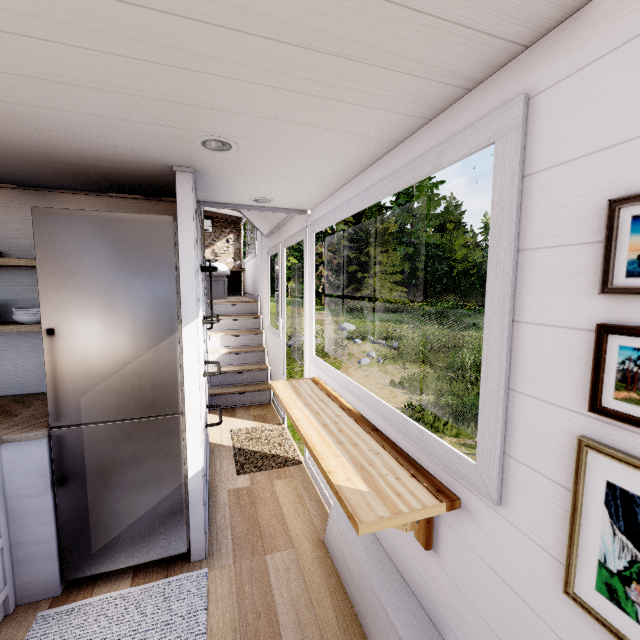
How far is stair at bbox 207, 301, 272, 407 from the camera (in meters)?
5.01

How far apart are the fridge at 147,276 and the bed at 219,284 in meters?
5.1

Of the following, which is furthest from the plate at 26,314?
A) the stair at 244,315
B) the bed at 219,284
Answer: the bed at 219,284

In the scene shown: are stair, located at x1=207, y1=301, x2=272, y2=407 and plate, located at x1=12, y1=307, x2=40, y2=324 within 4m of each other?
yes

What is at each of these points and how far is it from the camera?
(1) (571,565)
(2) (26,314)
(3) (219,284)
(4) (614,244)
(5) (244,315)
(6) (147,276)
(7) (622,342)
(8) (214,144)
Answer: (1) painting, 0.9 meters
(2) plate, 2.1 meters
(3) bed, 7.1 meters
(4) painting, 0.7 meters
(5) stair, 6.1 meters
(6) fridge, 1.9 meters
(7) painting, 0.7 meters
(8) lamp, 1.6 meters

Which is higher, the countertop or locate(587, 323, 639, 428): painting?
locate(587, 323, 639, 428): painting

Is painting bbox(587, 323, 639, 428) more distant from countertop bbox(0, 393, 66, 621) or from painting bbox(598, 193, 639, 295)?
countertop bbox(0, 393, 66, 621)

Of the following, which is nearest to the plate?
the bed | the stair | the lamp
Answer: the lamp
